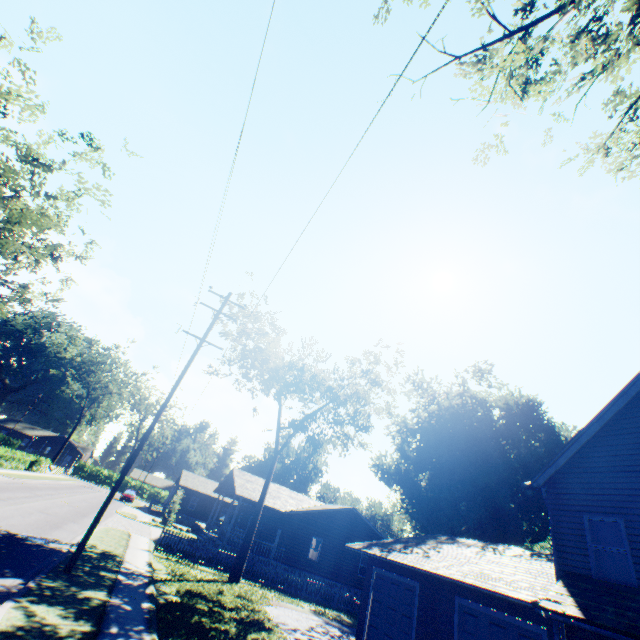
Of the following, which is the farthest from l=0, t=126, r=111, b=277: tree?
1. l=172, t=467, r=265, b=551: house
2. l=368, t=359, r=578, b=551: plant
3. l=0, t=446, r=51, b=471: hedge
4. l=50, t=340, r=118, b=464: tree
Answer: l=50, t=340, r=118, b=464: tree

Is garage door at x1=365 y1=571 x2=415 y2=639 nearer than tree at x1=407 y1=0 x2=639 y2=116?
No

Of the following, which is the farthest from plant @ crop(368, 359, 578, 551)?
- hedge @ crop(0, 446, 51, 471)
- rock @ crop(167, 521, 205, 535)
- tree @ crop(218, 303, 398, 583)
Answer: hedge @ crop(0, 446, 51, 471)

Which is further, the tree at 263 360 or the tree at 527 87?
the tree at 263 360

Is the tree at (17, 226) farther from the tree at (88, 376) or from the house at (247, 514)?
the tree at (88, 376)

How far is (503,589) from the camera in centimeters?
991cm

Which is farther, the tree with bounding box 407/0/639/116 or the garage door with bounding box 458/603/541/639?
the garage door with bounding box 458/603/541/639

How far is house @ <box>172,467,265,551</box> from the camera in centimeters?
2634cm
